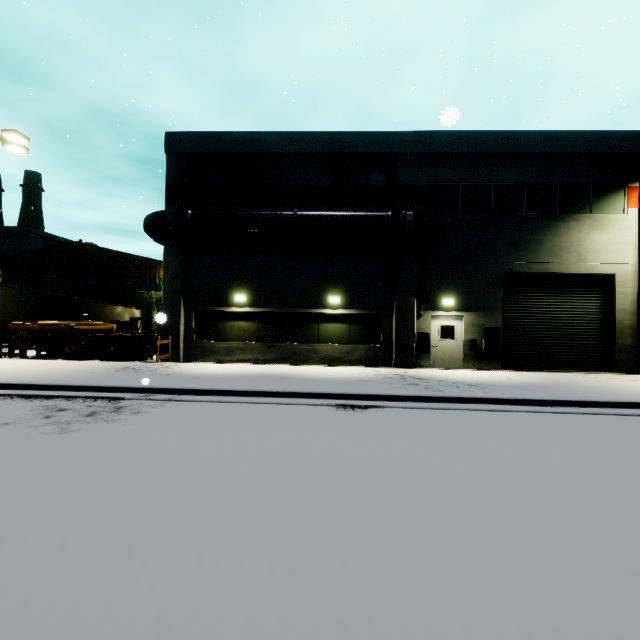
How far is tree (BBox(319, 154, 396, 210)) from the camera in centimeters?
1501cm

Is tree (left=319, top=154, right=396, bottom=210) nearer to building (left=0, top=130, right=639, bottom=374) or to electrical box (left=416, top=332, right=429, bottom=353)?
building (left=0, top=130, right=639, bottom=374)

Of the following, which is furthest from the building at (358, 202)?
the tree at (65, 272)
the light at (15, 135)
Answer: the light at (15, 135)

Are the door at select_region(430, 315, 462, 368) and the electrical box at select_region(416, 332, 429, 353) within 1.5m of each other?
yes

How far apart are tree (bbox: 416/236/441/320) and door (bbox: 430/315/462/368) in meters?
0.2 m

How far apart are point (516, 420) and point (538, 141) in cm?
1383

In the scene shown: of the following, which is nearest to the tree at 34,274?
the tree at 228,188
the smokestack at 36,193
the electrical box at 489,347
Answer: the smokestack at 36,193

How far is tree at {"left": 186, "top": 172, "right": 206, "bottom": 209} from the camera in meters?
15.4 m
